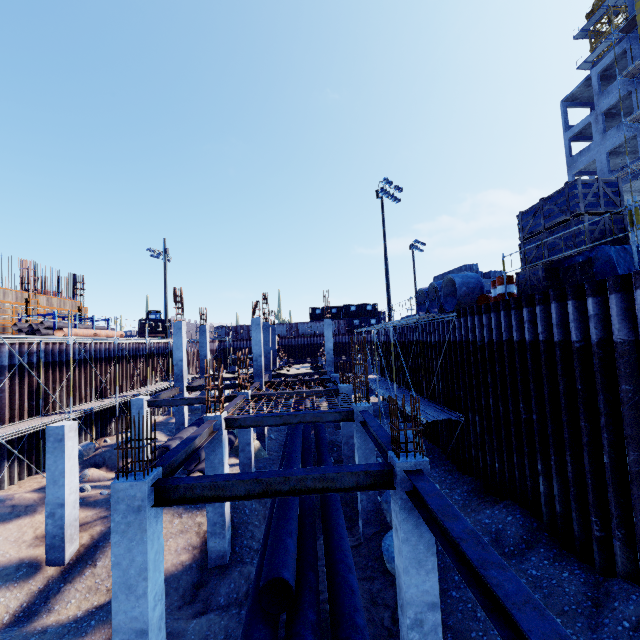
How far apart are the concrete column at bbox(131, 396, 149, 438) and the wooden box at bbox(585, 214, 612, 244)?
16.2 meters

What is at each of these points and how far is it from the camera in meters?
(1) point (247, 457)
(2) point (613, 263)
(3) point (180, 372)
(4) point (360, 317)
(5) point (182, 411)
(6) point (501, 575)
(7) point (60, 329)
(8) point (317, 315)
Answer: (1) concrete column, 15.3
(2) wooden box, 7.4
(3) concrete column, 20.3
(4) cargo container, 53.5
(5) concrete column, 20.2
(6) steel beam, 3.2
(7) pipe, 20.2
(8) cargo container, 58.2

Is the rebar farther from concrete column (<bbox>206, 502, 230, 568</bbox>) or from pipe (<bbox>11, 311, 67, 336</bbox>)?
concrete column (<bbox>206, 502, 230, 568</bbox>)

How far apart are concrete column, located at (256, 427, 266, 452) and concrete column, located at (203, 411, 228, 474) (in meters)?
9.34

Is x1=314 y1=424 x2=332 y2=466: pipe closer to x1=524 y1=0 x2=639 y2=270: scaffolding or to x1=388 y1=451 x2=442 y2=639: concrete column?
x1=388 y1=451 x2=442 y2=639: concrete column

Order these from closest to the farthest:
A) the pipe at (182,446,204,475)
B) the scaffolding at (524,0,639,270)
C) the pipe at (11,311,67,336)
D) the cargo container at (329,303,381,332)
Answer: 1. the scaffolding at (524,0,639,270)
2. the pipe at (182,446,204,475)
3. the pipe at (11,311,67,336)
4. the cargo container at (329,303,381,332)

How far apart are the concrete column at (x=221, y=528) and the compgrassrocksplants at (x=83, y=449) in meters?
11.2 m

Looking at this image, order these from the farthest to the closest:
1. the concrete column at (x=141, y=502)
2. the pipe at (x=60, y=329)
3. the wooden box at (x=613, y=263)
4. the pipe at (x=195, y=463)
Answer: the pipe at (x=60, y=329)
the pipe at (x=195, y=463)
the wooden box at (x=613, y=263)
the concrete column at (x=141, y=502)
